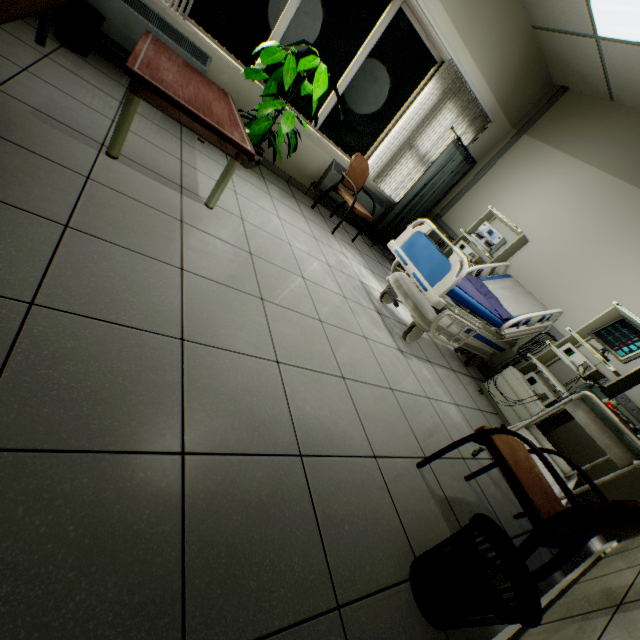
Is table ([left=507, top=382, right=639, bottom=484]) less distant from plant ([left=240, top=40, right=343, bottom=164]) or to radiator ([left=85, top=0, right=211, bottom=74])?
plant ([left=240, top=40, right=343, bottom=164])

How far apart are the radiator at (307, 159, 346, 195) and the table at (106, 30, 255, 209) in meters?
1.7 m

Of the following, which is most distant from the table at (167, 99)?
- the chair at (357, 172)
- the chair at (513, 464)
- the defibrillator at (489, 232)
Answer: the defibrillator at (489, 232)

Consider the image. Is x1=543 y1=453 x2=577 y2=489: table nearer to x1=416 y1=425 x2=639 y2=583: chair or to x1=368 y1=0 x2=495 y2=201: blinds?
x1=416 y1=425 x2=639 y2=583: chair

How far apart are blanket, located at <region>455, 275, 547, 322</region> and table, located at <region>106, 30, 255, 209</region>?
2.69m

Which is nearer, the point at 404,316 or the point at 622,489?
the point at 622,489

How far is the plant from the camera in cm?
293

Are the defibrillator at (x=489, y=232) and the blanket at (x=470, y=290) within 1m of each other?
yes
